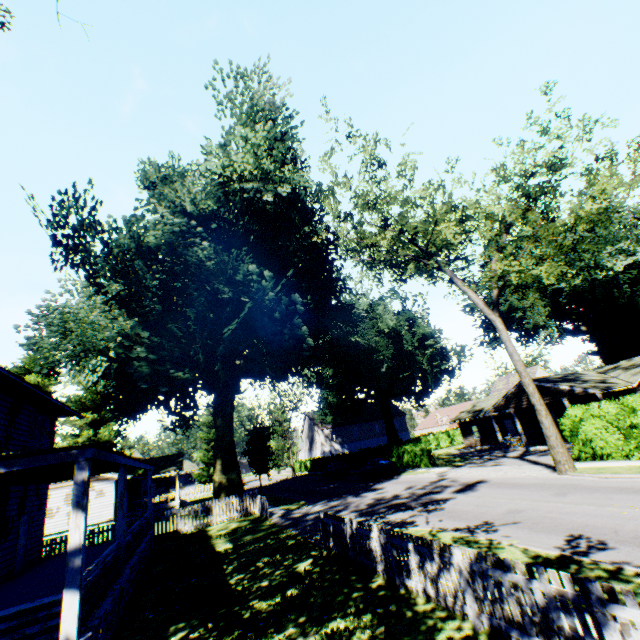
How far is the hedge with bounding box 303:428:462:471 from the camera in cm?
3142

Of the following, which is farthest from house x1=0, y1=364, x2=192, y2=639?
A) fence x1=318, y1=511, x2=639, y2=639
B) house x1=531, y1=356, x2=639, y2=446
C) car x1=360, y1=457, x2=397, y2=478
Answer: house x1=531, y1=356, x2=639, y2=446

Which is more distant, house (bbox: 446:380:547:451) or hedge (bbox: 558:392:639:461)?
house (bbox: 446:380:547:451)

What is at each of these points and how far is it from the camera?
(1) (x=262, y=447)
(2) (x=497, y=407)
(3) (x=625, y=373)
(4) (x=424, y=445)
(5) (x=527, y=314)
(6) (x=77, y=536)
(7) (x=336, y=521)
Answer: (1) plant, 35.38m
(2) house, 31.62m
(3) house, 27.52m
(4) hedge, 31.17m
(5) plant, 37.34m
(6) house, 6.12m
(7) fence, 11.24m

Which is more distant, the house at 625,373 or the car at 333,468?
the car at 333,468

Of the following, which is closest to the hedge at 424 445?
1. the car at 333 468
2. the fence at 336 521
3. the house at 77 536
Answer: the fence at 336 521

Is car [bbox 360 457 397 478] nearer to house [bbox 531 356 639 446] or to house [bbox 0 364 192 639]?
house [bbox 531 356 639 446]

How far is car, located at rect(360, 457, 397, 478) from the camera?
29.6m
